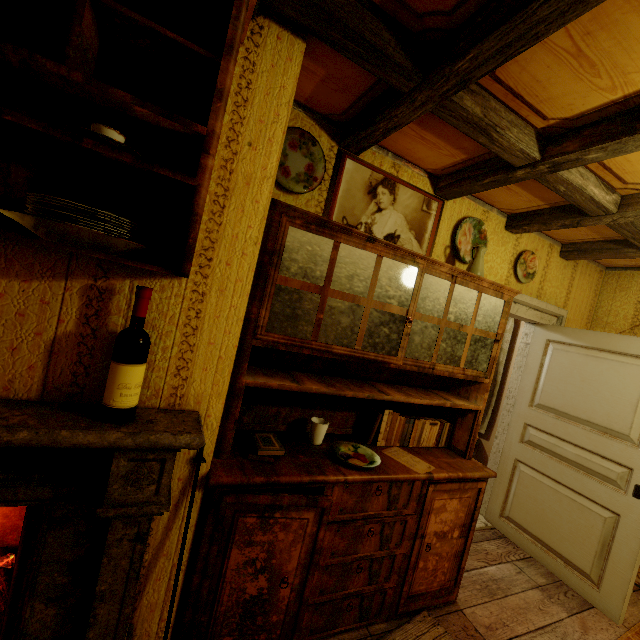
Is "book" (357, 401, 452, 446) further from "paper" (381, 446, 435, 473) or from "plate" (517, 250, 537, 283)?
"plate" (517, 250, 537, 283)

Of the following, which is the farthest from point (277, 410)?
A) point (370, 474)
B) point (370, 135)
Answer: point (370, 135)

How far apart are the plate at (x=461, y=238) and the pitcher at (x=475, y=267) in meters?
0.2

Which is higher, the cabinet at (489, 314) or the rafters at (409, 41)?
the rafters at (409, 41)

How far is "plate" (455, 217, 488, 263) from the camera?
2.5 meters

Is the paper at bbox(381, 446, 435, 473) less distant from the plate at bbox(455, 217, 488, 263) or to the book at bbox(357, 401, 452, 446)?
the book at bbox(357, 401, 452, 446)

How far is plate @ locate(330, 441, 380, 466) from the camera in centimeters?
180cm

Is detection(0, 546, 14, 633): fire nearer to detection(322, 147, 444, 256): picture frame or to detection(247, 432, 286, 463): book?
detection(247, 432, 286, 463): book
